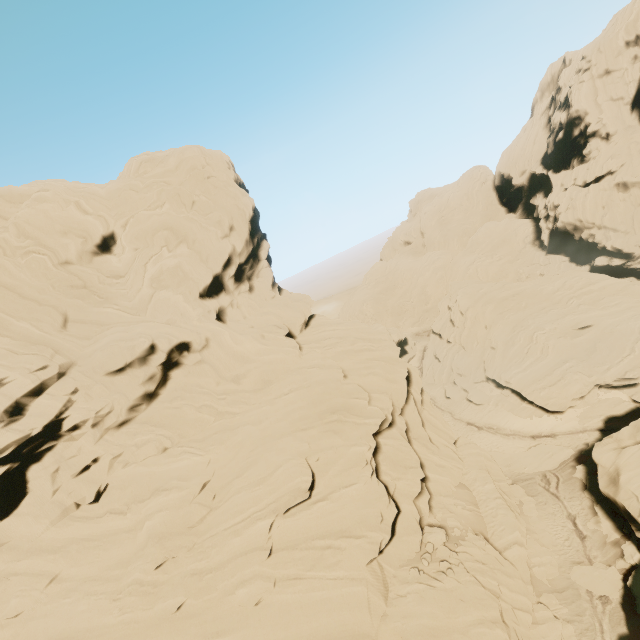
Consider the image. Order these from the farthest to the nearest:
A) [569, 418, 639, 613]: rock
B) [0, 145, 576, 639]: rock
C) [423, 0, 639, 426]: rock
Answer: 1. [423, 0, 639, 426]: rock
2. [569, 418, 639, 613]: rock
3. [0, 145, 576, 639]: rock

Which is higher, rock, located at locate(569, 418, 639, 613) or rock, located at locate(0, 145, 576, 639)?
rock, located at locate(0, 145, 576, 639)

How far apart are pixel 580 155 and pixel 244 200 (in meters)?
61.86

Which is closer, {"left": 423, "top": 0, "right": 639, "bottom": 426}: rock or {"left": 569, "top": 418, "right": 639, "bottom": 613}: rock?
{"left": 569, "top": 418, "right": 639, "bottom": 613}: rock

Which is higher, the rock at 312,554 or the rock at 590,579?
the rock at 312,554

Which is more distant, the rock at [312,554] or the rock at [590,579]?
the rock at [590,579]
